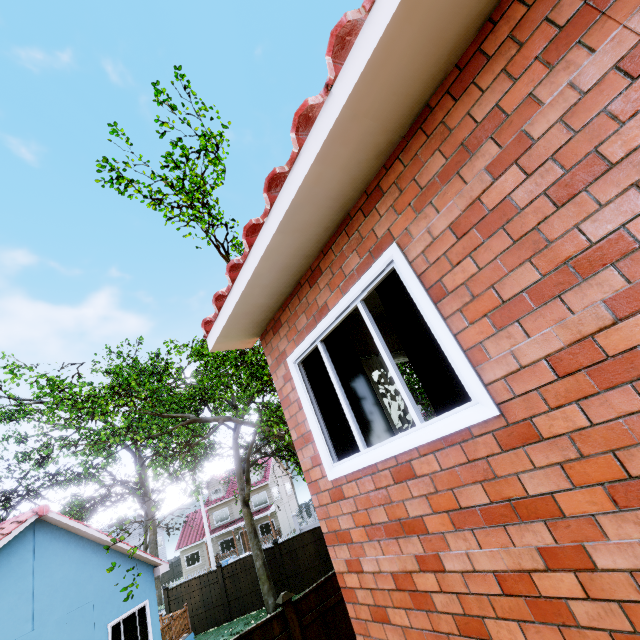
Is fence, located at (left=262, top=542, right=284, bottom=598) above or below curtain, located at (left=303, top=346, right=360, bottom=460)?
below

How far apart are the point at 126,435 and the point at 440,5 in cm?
3996

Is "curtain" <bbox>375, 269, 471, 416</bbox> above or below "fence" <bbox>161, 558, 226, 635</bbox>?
above

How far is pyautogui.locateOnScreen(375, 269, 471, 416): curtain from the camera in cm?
238

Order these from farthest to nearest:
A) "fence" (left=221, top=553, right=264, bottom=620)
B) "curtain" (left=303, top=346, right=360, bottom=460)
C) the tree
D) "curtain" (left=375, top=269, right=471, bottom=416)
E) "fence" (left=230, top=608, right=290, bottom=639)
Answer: "fence" (left=221, top=553, right=264, bottom=620)
the tree
"fence" (left=230, top=608, right=290, bottom=639)
"curtain" (left=303, top=346, right=360, bottom=460)
"curtain" (left=375, top=269, right=471, bottom=416)

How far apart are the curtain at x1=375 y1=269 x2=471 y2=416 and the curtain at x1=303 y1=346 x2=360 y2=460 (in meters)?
0.51

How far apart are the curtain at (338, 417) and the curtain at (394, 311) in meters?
0.5 m

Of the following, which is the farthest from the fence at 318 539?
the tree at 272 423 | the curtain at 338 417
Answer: the curtain at 338 417
